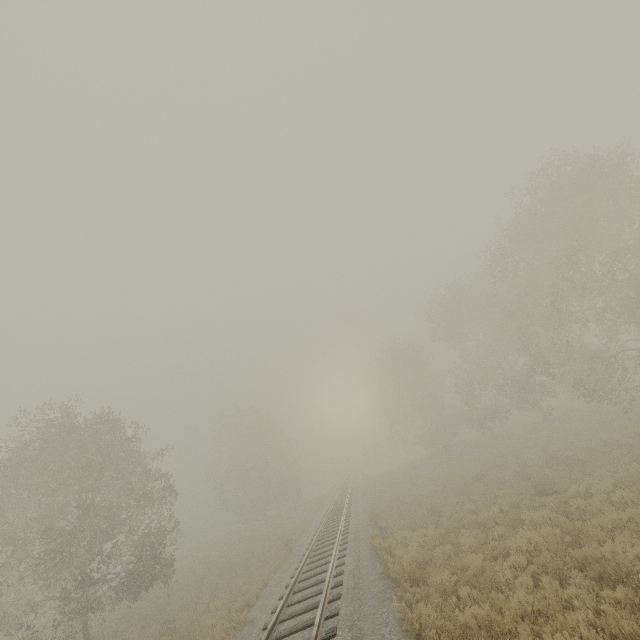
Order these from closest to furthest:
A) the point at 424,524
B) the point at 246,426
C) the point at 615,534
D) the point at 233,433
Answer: the point at 615,534 < the point at 424,524 < the point at 246,426 < the point at 233,433
